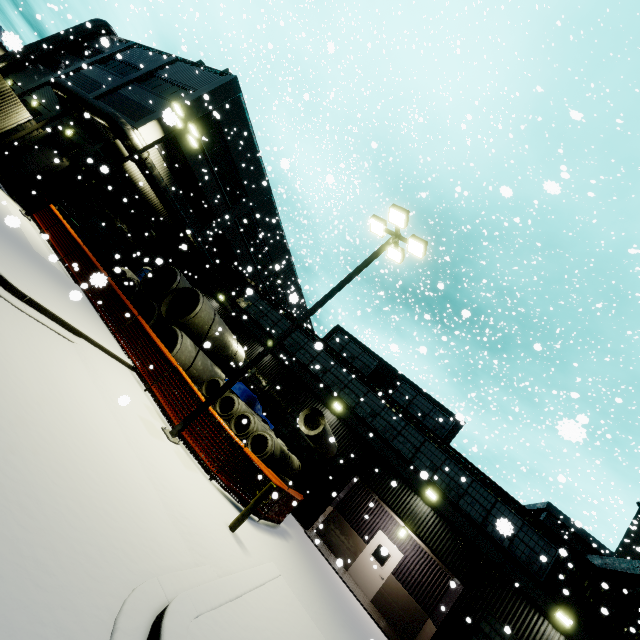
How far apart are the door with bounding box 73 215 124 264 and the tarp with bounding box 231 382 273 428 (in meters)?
14.56

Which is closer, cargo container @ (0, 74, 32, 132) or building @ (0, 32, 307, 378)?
cargo container @ (0, 74, 32, 132)

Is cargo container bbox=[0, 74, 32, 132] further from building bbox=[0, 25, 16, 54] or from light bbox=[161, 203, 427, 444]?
light bbox=[161, 203, 427, 444]

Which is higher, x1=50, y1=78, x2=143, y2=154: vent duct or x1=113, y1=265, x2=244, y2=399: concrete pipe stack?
x1=50, y1=78, x2=143, y2=154: vent duct

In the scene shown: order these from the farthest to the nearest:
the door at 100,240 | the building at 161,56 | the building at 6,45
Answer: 1. the door at 100,240
2. the building at 161,56
3. the building at 6,45

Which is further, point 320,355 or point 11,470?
point 320,355

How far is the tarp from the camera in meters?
14.2 m

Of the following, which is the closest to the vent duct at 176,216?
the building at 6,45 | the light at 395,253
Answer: the building at 6,45
